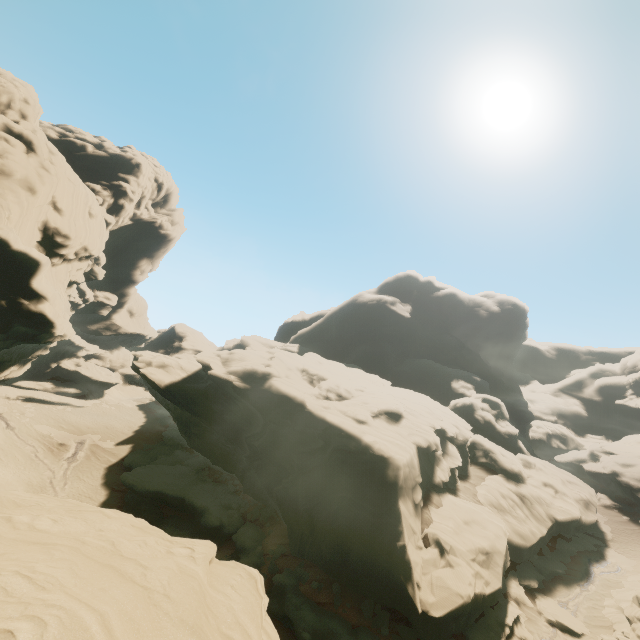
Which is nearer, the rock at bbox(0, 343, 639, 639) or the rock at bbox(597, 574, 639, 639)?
the rock at bbox(0, 343, 639, 639)

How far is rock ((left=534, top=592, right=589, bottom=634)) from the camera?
20.2 meters

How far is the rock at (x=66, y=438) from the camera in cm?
4318

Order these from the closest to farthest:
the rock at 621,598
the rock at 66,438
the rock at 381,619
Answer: the rock at 381,619 → the rock at 621,598 → the rock at 66,438

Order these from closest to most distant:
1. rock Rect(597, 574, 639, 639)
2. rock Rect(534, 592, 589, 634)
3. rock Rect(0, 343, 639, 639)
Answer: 1. rock Rect(0, 343, 639, 639)
2. rock Rect(597, 574, 639, 639)
3. rock Rect(534, 592, 589, 634)

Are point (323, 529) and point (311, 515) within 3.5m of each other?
yes
